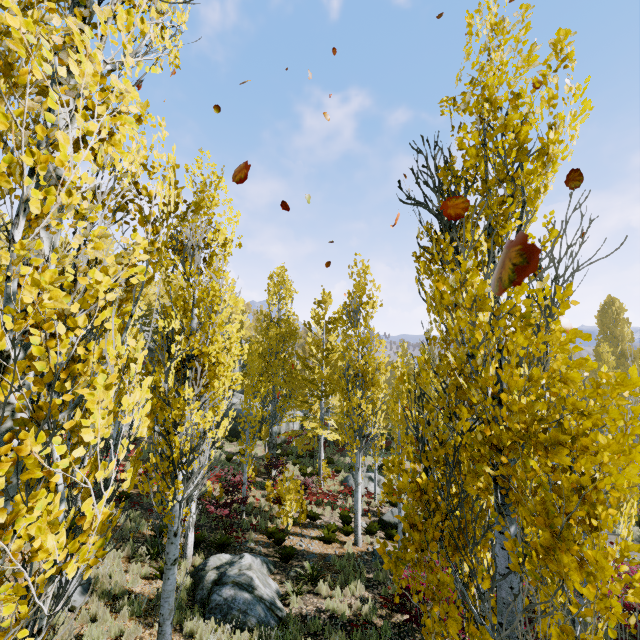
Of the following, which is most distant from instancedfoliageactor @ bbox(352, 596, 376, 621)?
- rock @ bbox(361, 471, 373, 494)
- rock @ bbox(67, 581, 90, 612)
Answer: rock @ bbox(67, 581, 90, 612)

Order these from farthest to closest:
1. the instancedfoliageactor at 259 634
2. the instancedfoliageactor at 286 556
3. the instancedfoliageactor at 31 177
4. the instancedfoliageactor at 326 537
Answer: the instancedfoliageactor at 326 537 < the instancedfoliageactor at 286 556 < the instancedfoliageactor at 259 634 < the instancedfoliageactor at 31 177

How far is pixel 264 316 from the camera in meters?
22.7 m

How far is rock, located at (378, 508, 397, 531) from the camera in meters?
15.7

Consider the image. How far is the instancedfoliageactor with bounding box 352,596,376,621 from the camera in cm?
868

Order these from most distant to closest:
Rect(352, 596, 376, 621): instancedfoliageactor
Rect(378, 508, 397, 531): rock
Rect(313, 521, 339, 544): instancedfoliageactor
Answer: Rect(378, 508, 397, 531): rock < Rect(313, 521, 339, 544): instancedfoliageactor < Rect(352, 596, 376, 621): instancedfoliageactor

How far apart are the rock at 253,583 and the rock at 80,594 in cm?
266
